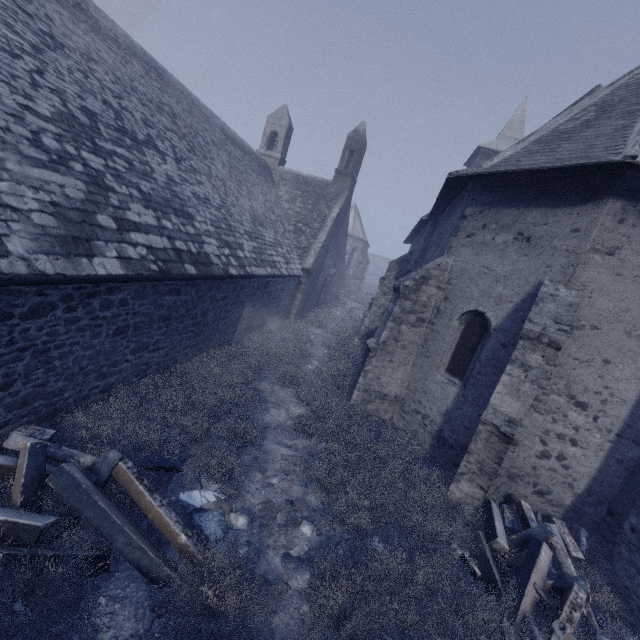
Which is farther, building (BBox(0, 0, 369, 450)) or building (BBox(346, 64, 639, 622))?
building (BBox(346, 64, 639, 622))

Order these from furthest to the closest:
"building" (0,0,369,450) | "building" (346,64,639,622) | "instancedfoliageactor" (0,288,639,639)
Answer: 1. "building" (346,64,639,622)
2. "building" (0,0,369,450)
3. "instancedfoliageactor" (0,288,639,639)

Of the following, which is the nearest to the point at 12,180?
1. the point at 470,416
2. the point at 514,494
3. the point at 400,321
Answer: the point at 400,321

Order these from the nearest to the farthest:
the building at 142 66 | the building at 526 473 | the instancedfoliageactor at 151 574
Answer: the instancedfoliageactor at 151 574 < the building at 142 66 < the building at 526 473

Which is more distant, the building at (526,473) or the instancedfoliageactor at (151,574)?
the building at (526,473)

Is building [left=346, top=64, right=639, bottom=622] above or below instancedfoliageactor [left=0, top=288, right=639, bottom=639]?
above

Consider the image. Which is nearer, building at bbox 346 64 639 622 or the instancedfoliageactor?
the instancedfoliageactor
